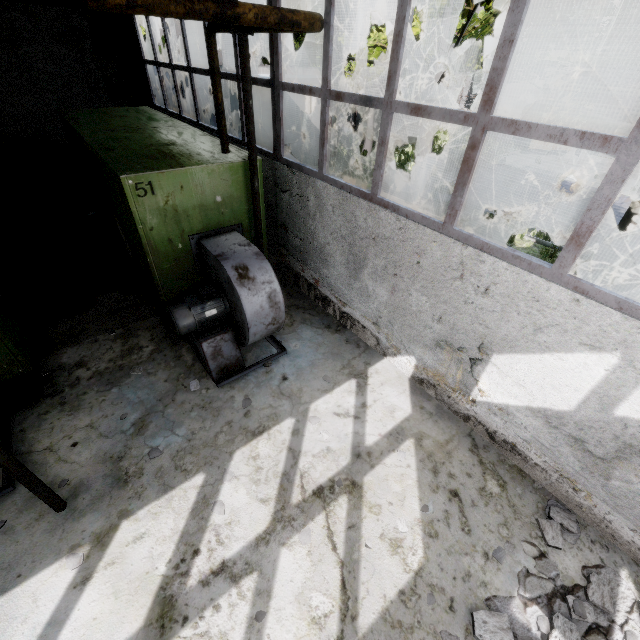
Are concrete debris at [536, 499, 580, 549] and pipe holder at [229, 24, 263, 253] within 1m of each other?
no

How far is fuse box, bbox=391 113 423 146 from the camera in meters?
19.7 m

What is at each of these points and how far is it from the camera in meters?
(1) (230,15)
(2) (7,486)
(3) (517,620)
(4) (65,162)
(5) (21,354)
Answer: (1) pipe, 2.3
(2) fan motor, 4.0
(3) concrete debris, 3.2
(4) pipe, 10.7
(5) boiler box, 4.5

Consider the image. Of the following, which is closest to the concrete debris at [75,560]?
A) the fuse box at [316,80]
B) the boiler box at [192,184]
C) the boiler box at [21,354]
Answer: the boiler box at [21,354]

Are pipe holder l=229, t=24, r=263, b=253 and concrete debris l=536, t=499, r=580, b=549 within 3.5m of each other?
no

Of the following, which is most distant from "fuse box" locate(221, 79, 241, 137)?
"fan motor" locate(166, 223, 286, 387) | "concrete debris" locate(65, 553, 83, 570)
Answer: "concrete debris" locate(65, 553, 83, 570)

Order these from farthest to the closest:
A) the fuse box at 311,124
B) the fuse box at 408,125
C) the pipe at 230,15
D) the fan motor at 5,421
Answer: the fuse box at 408,125 < the fuse box at 311,124 < the fan motor at 5,421 < the pipe at 230,15

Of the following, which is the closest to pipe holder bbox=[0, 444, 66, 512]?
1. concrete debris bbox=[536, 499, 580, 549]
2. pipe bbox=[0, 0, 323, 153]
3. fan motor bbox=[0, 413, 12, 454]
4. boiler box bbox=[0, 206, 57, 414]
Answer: fan motor bbox=[0, 413, 12, 454]
